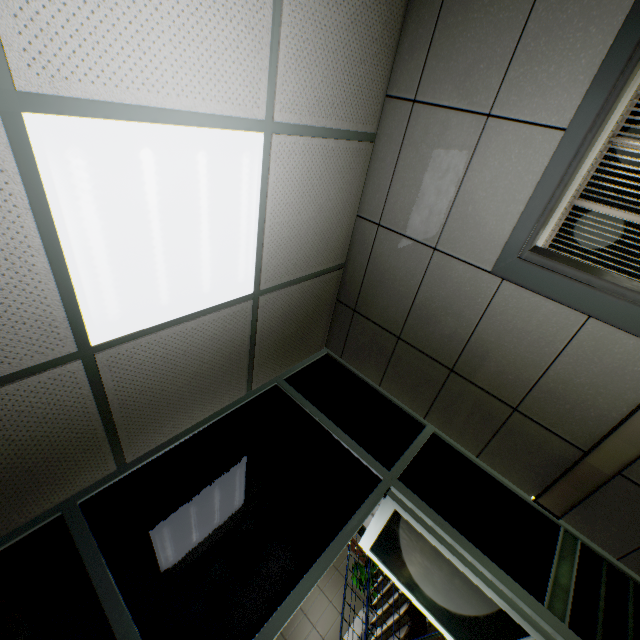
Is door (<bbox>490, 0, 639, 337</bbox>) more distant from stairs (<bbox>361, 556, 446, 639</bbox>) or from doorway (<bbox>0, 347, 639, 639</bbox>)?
stairs (<bbox>361, 556, 446, 639</bbox>)

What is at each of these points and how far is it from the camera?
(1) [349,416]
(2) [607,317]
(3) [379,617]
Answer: (1) doorway, 2.8 meters
(2) door, 1.7 meters
(3) stairs, 7.5 meters

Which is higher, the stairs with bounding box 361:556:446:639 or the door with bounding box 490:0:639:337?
the door with bounding box 490:0:639:337

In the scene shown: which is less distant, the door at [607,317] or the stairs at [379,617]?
the door at [607,317]

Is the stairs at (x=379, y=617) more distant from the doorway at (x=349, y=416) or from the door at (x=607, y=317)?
the door at (x=607, y=317)

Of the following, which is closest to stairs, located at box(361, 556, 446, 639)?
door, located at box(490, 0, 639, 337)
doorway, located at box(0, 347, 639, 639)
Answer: doorway, located at box(0, 347, 639, 639)
